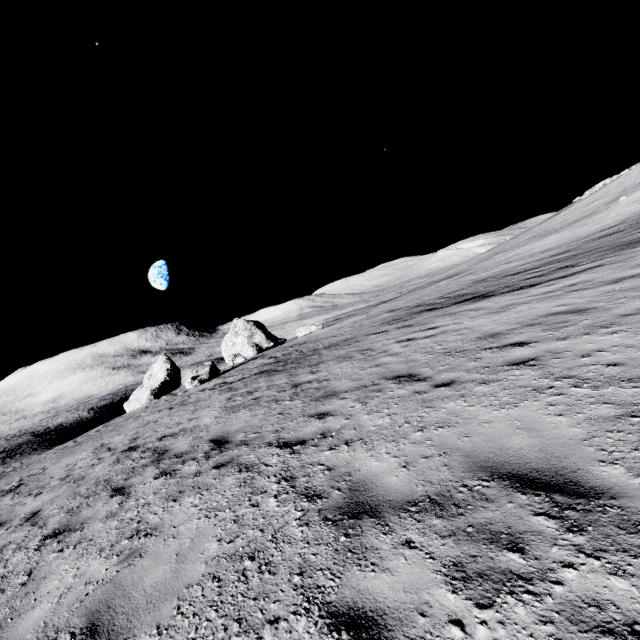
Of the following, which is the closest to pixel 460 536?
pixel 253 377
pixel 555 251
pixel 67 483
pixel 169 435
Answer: pixel 169 435

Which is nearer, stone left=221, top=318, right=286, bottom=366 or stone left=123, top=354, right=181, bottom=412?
stone left=123, top=354, right=181, bottom=412

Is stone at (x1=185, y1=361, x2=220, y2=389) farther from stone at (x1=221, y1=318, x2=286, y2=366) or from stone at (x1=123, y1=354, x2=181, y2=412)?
stone at (x1=123, y1=354, x2=181, y2=412)

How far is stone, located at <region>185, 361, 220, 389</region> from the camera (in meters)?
21.75

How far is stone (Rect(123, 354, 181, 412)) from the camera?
36.8 meters

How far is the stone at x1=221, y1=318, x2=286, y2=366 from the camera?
40.00m

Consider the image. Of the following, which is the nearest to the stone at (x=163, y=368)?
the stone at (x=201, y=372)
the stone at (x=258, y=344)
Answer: the stone at (x=258, y=344)
